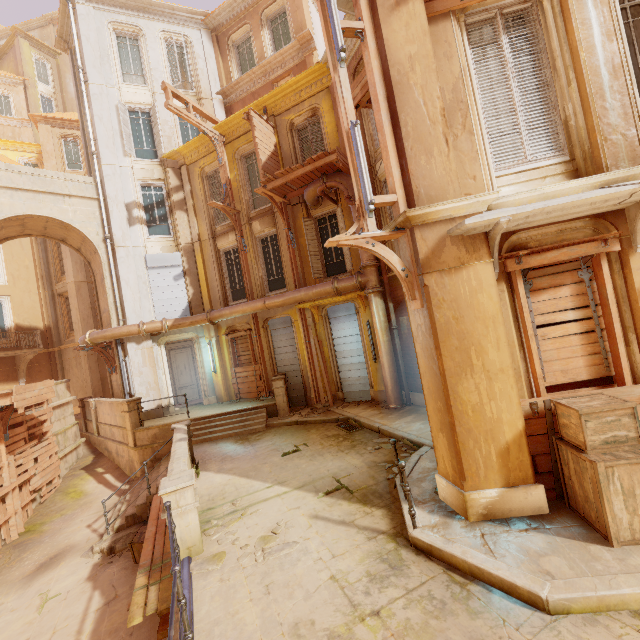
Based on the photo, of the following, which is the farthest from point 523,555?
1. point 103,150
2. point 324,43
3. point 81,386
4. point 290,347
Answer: point 81,386

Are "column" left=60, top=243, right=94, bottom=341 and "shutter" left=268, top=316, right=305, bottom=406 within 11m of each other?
no

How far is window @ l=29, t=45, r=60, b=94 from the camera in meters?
31.7

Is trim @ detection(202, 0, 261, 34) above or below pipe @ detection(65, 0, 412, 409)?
above

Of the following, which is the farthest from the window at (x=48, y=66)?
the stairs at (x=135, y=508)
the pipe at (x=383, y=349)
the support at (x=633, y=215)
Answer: the support at (x=633, y=215)

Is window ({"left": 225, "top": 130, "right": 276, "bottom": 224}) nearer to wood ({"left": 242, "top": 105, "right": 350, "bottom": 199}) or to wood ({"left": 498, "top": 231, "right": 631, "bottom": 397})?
wood ({"left": 242, "top": 105, "right": 350, "bottom": 199})

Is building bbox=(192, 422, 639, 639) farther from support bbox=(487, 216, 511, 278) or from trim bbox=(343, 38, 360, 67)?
trim bbox=(343, 38, 360, 67)

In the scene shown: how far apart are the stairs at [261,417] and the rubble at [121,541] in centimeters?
237cm
